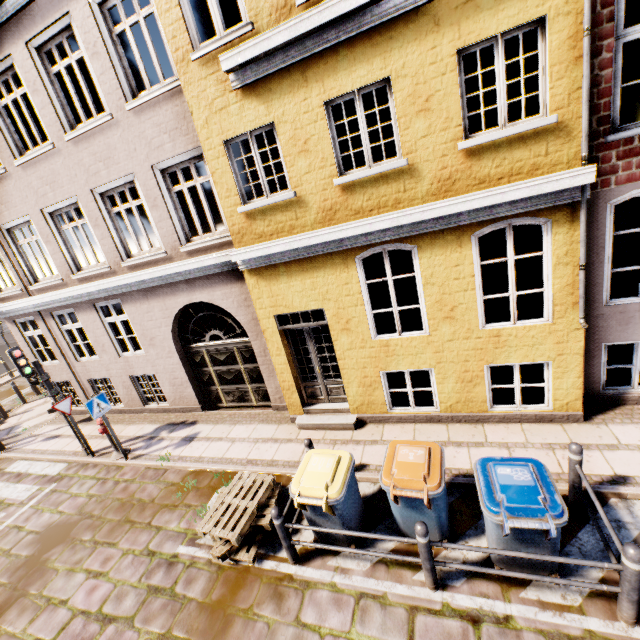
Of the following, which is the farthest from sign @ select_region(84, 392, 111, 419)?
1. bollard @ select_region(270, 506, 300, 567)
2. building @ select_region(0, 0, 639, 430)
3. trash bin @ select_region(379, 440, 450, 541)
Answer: trash bin @ select_region(379, 440, 450, 541)

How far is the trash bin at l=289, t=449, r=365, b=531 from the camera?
4.4 meters

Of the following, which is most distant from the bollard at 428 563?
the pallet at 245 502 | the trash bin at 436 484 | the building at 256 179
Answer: the building at 256 179

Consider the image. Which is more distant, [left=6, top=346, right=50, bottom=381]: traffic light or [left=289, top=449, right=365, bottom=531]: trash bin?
[left=6, top=346, right=50, bottom=381]: traffic light

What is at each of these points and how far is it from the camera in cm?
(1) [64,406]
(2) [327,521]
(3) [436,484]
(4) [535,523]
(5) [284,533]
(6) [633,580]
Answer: (1) sign, 828
(2) trash bin, 466
(3) trash bin, 408
(4) trash bin, 338
(5) bollard, 462
(6) bollard, 318

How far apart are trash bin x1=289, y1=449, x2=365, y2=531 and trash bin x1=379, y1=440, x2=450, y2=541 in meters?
0.4 m

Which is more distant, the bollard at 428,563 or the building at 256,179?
the building at 256,179

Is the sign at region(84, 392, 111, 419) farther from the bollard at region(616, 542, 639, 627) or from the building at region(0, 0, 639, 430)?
the bollard at region(616, 542, 639, 627)
